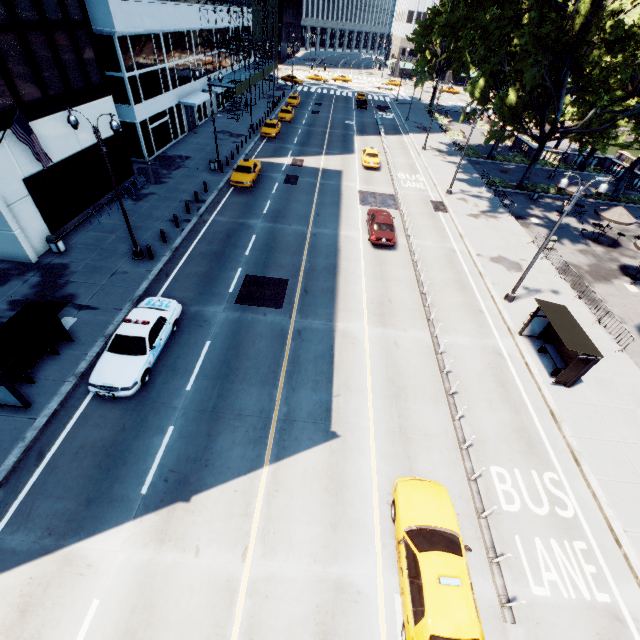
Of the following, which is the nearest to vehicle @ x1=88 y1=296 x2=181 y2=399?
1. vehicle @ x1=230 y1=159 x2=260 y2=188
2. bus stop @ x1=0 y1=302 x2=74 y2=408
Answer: bus stop @ x1=0 y1=302 x2=74 y2=408

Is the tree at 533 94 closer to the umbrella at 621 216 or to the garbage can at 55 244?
the umbrella at 621 216

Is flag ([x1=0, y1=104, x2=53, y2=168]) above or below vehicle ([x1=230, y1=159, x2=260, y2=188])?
above

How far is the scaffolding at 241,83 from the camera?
40.9m

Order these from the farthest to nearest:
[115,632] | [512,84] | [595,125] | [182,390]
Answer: [512,84], [595,125], [182,390], [115,632]

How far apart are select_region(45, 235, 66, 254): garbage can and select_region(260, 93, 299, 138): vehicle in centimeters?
3652cm

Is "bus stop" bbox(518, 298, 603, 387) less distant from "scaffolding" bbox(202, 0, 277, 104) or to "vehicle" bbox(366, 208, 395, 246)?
"vehicle" bbox(366, 208, 395, 246)

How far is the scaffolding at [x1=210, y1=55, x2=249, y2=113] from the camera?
40.9m
